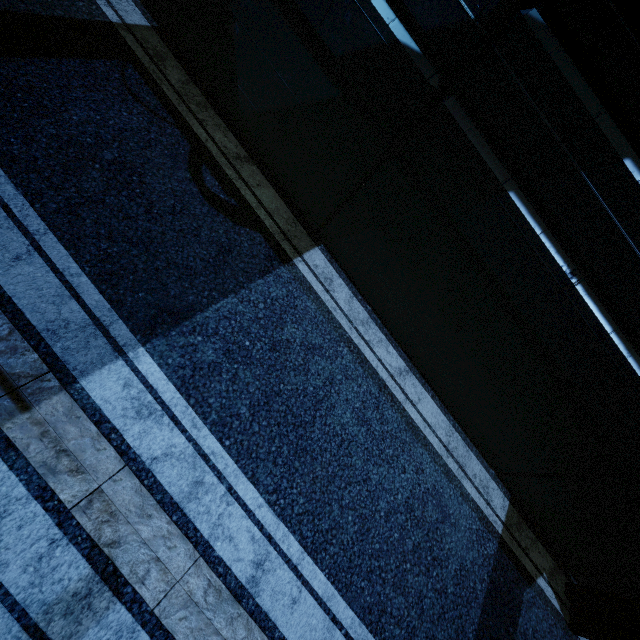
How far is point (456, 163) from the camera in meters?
4.0 m
